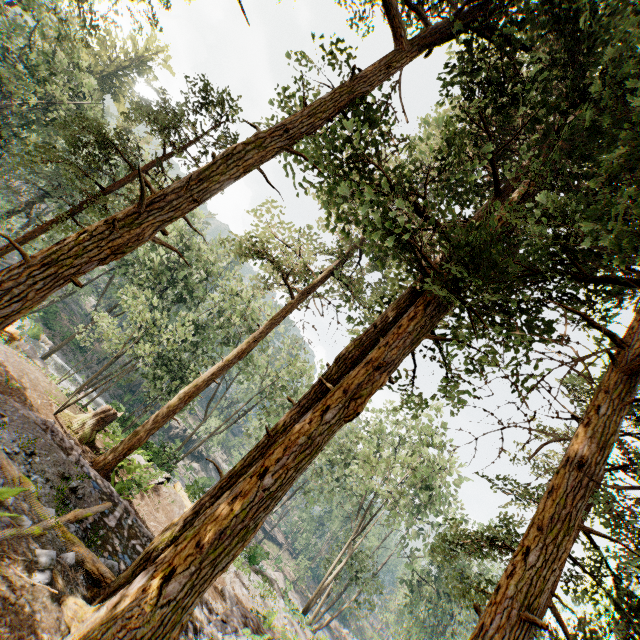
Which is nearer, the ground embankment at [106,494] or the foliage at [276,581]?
the ground embankment at [106,494]

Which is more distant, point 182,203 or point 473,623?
point 473,623

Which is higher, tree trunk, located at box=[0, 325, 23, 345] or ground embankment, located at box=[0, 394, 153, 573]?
ground embankment, located at box=[0, 394, 153, 573]

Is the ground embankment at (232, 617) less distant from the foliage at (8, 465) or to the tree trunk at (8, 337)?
the foliage at (8, 465)

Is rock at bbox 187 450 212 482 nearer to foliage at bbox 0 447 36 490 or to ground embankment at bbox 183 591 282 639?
foliage at bbox 0 447 36 490

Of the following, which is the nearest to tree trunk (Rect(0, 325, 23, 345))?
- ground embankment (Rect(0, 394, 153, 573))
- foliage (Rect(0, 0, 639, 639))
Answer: ground embankment (Rect(0, 394, 153, 573))

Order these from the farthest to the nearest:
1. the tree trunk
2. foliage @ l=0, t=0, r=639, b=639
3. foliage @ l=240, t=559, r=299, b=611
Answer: foliage @ l=240, t=559, r=299, b=611
the tree trunk
foliage @ l=0, t=0, r=639, b=639
